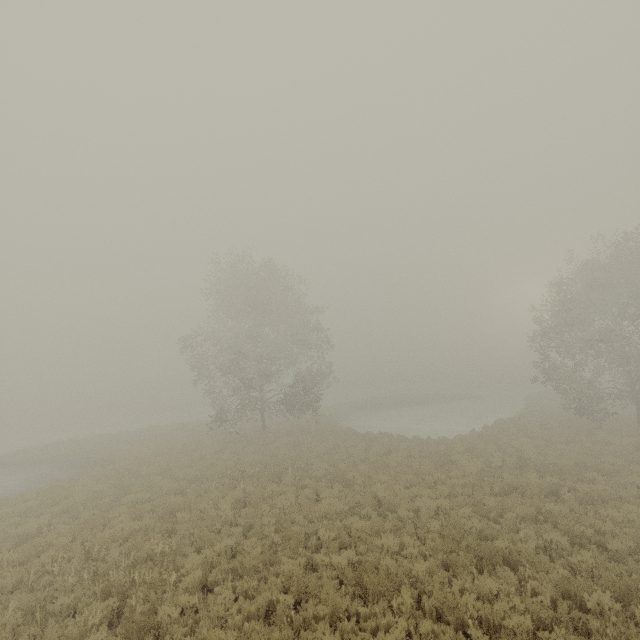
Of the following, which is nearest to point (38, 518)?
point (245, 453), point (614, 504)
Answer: point (245, 453)
